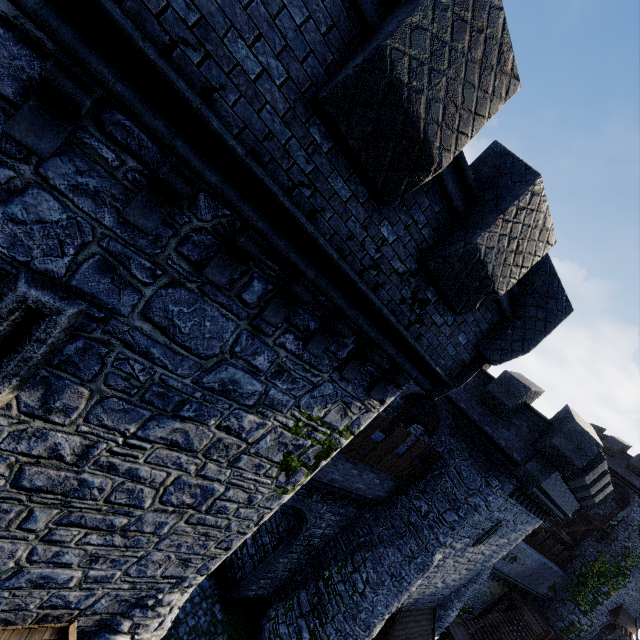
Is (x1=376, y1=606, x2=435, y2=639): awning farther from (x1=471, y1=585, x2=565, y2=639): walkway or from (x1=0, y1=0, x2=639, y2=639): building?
(x1=471, y1=585, x2=565, y2=639): walkway

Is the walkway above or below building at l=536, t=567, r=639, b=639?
below

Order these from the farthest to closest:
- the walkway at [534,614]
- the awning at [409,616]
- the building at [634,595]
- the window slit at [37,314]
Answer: the building at [634,595], the walkway at [534,614], the awning at [409,616], the window slit at [37,314]

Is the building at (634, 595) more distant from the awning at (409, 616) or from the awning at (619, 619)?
the awning at (409, 616)

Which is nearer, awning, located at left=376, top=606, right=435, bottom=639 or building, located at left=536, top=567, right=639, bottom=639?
awning, located at left=376, top=606, right=435, bottom=639

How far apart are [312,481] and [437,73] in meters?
Result: 13.0 m

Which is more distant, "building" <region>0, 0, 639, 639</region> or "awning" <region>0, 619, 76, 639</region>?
"awning" <region>0, 619, 76, 639</region>

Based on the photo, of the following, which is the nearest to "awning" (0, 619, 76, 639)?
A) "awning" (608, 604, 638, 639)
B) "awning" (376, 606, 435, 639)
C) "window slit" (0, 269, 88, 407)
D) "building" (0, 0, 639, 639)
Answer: "building" (0, 0, 639, 639)
